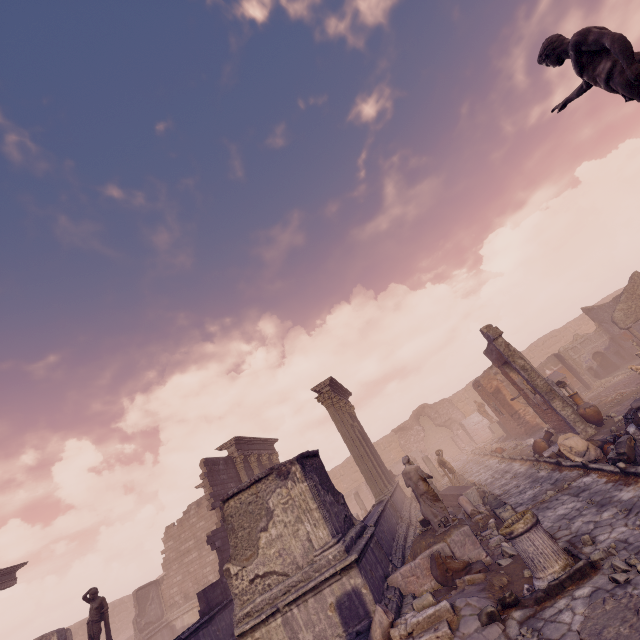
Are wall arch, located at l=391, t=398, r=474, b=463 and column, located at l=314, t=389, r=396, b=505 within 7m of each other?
no

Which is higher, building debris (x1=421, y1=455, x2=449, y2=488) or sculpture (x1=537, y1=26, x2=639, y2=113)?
sculpture (x1=537, y1=26, x2=639, y2=113)

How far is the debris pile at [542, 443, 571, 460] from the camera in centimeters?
1084cm

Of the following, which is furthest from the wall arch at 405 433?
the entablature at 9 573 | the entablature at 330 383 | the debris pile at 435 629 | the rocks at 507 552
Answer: the entablature at 9 573

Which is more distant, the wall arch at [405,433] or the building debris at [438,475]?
the wall arch at [405,433]

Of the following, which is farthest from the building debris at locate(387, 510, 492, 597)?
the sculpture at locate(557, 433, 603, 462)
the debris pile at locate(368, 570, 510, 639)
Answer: the sculpture at locate(557, 433, 603, 462)

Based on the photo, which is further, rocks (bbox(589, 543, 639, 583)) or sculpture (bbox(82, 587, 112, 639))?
sculpture (bbox(82, 587, 112, 639))

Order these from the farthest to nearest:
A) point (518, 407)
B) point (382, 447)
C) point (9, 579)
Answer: point (382, 447), point (518, 407), point (9, 579)
